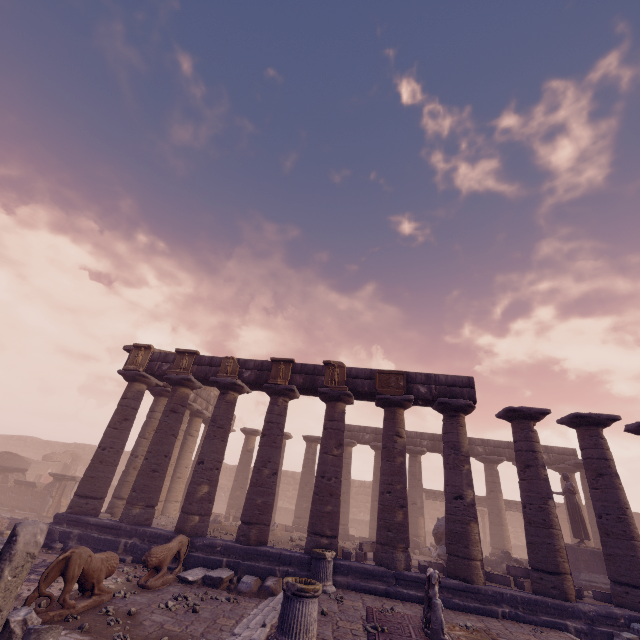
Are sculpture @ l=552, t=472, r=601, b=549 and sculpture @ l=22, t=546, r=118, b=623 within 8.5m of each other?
no

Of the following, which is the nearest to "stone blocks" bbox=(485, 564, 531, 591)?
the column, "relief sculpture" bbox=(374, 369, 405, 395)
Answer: the column

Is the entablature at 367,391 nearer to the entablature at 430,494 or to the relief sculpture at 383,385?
the relief sculpture at 383,385

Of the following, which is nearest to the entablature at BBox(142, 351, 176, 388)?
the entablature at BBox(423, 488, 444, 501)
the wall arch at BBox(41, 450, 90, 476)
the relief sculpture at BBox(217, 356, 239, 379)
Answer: the relief sculpture at BBox(217, 356, 239, 379)

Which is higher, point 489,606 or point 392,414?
point 392,414

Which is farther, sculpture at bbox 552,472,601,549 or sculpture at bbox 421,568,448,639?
sculpture at bbox 552,472,601,549

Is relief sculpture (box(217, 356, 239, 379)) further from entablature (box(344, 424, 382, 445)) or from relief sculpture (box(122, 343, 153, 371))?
relief sculpture (box(122, 343, 153, 371))

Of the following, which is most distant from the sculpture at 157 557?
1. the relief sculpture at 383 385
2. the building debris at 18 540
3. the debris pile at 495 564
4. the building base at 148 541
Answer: the debris pile at 495 564
